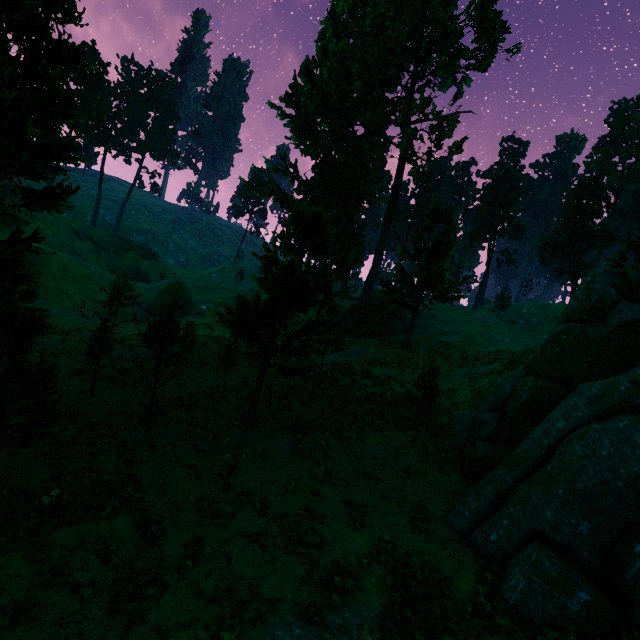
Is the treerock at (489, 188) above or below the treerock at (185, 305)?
above

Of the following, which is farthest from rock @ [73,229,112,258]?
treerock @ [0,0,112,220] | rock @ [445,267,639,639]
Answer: rock @ [445,267,639,639]

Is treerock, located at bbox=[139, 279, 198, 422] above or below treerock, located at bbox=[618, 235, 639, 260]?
below

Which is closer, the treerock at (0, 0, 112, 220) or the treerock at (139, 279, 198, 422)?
the treerock at (0, 0, 112, 220)

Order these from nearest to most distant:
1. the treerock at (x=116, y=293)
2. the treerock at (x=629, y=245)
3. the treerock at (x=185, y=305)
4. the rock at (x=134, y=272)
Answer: the treerock at (x=185, y=305)
the treerock at (x=116, y=293)
the treerock at (x=629, y=245)
the rock at (x=134, y=272)

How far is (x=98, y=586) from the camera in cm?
805
